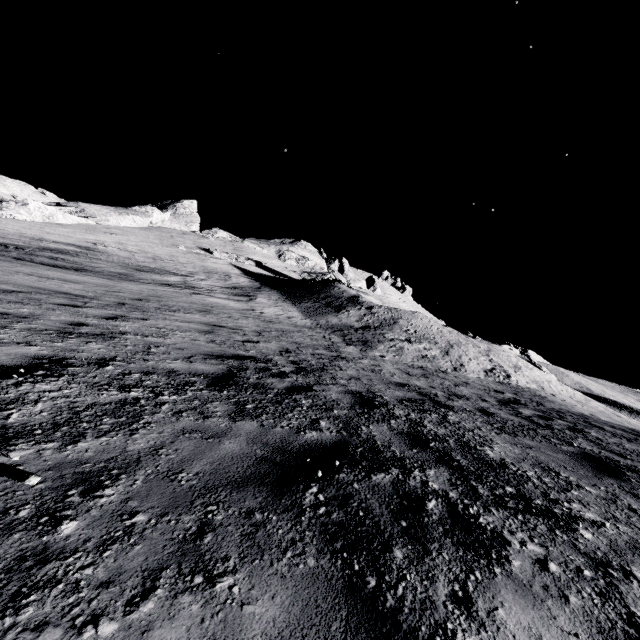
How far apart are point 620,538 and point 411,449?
1.5m
